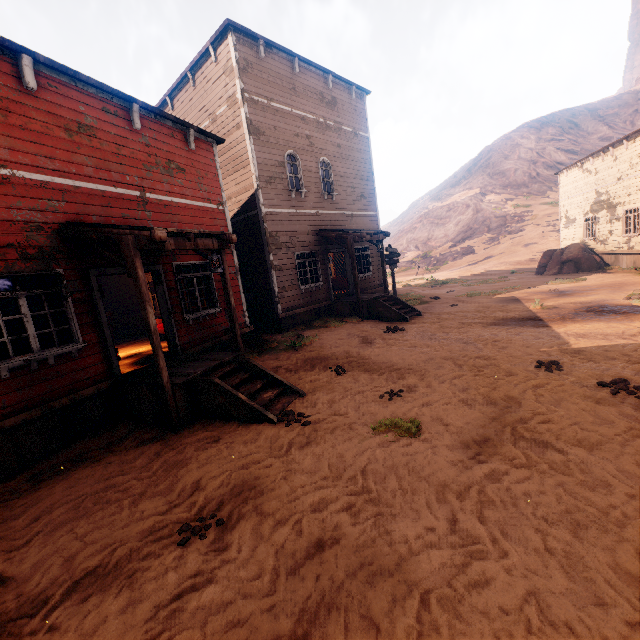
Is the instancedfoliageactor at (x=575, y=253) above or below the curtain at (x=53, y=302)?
below

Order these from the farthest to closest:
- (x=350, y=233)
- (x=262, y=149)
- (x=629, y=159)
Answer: (x=629, y=159) < (x=350, y=233) < (x=262, y=149)

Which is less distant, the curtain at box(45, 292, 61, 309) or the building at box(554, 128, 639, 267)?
the curtain at box(45, 292, 61, 309)

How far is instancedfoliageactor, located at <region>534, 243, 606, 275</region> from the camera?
19.6m

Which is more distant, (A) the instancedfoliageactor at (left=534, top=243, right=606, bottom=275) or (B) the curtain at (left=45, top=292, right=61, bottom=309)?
(A) the instancedfoliageactor at (left=534, top=243, right=606, bottom=275)

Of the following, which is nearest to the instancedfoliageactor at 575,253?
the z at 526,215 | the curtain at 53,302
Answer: the z at 526,215

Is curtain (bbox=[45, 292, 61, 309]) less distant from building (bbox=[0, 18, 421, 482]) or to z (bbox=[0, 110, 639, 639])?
building (bbox=[0, 18, 421, 482])

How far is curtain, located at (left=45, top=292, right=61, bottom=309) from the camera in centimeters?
595cm
